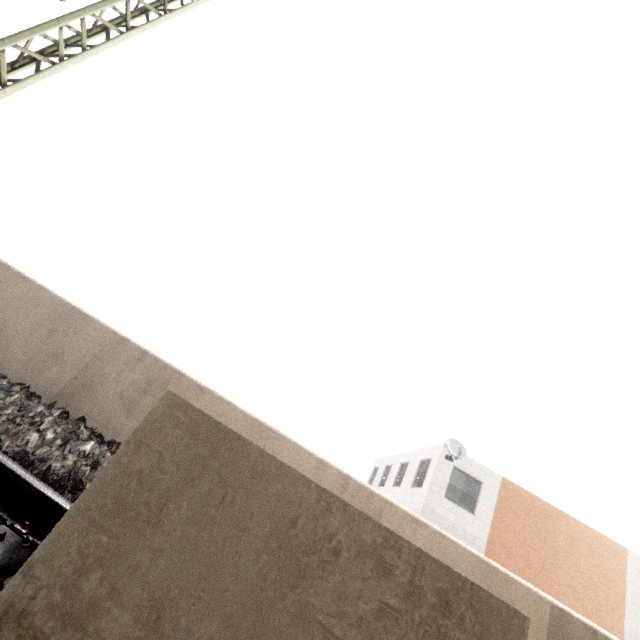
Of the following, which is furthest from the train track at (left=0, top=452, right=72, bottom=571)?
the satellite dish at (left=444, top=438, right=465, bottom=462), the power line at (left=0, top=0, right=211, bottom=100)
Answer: the satellite dish at (left=444, top=438, right=465, bottom=462)

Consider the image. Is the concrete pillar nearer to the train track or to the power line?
the train track

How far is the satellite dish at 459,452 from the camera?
14.54m

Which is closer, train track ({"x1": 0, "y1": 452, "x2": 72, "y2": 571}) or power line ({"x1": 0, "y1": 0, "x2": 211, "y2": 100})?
train track ({"x1": 0, "y1": 452, "x2": 72, "y2": 571})

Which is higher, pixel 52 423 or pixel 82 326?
pixel 82 326

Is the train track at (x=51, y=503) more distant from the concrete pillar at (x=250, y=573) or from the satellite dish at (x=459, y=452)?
the satellite dish at (x=459, y=452)

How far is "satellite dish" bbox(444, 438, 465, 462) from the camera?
14.54m

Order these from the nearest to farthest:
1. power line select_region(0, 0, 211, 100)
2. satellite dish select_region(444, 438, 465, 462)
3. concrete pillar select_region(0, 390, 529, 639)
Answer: concrete pillar select_region(0, 390, 529, 639), power line select_region(0, 0, 211, 100), satellite dish select_region(444, 438, 465, 462)
